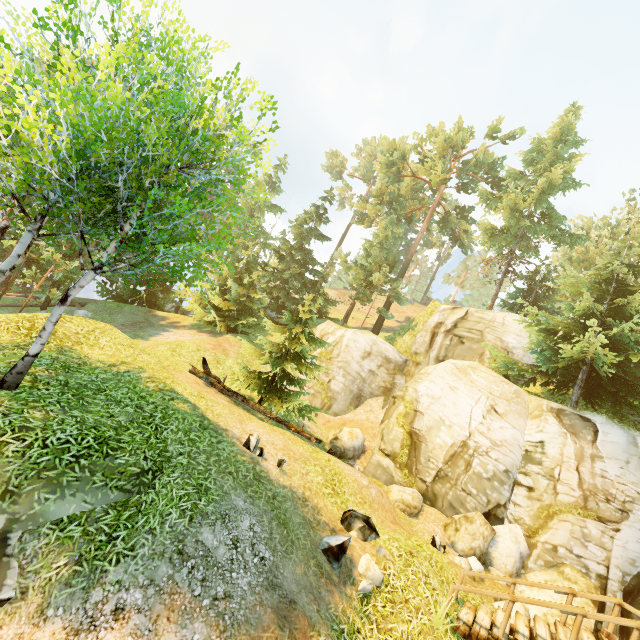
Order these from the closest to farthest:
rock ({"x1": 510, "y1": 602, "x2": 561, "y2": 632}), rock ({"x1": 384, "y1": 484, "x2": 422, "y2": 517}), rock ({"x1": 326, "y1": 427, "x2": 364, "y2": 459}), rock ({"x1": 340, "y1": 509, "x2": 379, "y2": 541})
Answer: rock ({"x1": 340, "y1": 509, "x2": 379, "y2": 541})
rock ({"x1": 510, "y1": 602, "x2": 561, "y2": 632})
rock ({"x1": 384, "y1": 484, "x2": 422, "y2": 517})
rock ({"x1": 326, "y1": 427, "x2": 364, "y2": 459})

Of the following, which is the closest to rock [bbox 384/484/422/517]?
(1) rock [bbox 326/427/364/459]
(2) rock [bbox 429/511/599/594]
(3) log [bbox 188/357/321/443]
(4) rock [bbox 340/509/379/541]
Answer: (2) rock [bbox 429/511/599/594]

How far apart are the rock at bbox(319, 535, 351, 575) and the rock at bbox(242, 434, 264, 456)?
2.49m

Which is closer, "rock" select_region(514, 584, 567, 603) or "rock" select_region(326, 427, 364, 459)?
"rock" select_region(514, 584, 567, 603)

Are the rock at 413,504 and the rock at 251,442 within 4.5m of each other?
no

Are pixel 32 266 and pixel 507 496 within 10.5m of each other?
no

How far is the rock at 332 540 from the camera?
6.97m

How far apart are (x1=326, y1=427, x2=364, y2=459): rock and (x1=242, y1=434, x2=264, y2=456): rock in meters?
8.6
